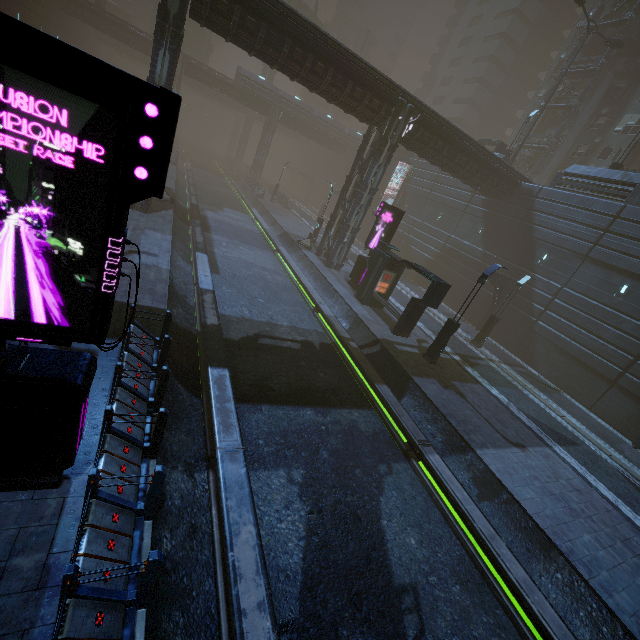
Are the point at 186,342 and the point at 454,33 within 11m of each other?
no

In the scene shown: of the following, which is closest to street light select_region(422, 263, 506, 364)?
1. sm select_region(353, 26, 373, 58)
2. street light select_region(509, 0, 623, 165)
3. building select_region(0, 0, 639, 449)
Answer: building select_region(0, 0, 639, 449)

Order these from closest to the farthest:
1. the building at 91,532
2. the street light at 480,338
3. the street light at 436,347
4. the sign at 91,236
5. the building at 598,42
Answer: the sign at 91,236
the building at 91,532
the street light at 436,347
the street light at 480,338
the building at 598,42

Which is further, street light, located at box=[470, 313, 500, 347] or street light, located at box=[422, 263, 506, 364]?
street light, located at box=[470, 313, 500, 347]

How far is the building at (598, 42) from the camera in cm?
3541

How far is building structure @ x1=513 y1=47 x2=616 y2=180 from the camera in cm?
3403

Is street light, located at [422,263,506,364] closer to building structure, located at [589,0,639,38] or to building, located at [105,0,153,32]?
building, located at [105,0,153,32]

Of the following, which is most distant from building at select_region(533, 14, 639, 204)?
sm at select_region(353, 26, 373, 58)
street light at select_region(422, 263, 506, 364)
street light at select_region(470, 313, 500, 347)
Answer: sm at select_region(353, 26, 373, 58)
